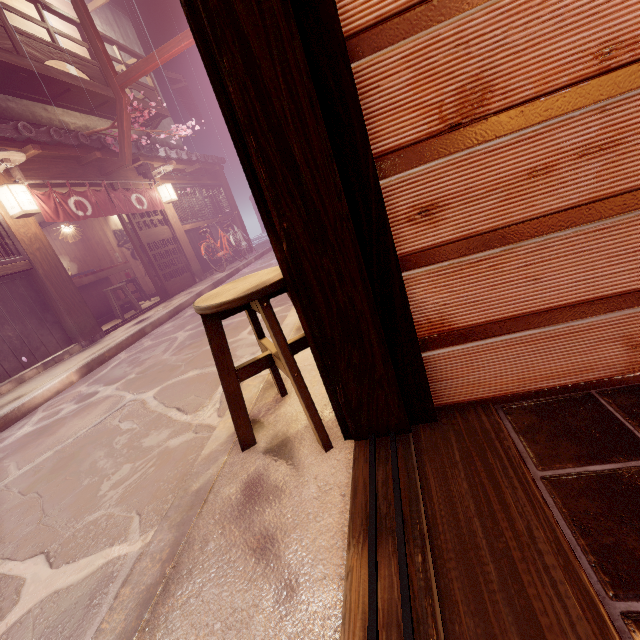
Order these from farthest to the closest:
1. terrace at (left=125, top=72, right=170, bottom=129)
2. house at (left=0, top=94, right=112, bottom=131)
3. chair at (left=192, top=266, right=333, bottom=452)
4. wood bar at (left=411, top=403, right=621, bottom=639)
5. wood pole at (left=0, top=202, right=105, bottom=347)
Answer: terrace at (left=125, top=72, right=170, bottom=129) < house at (left=0, top=94, right=112, bottom=131) < wood pole at (left=0, top=202, right=105, bottom=347) < chair at (left=192, top=266, right=333, bottom=452) < wood bar at (left=411, top=403, right=621, bottom=639)

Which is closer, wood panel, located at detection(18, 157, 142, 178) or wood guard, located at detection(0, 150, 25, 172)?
wood guard, located at detection(0, 150, 25, 172)

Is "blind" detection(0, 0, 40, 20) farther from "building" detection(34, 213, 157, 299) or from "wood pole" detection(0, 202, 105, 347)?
"wood pole" detection(0, 202, 105, 347)

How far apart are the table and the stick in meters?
4.7

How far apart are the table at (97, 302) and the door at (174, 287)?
1.88m

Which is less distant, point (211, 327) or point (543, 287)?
point (543, 287)

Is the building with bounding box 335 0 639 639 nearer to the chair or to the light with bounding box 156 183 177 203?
the chair

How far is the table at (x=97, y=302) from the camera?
12.8 meters
